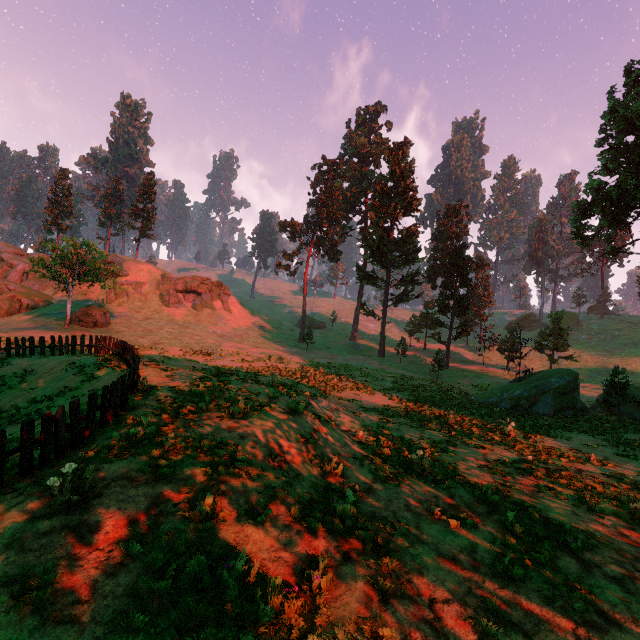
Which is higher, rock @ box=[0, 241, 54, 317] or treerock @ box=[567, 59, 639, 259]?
treerock @ box=[567, 59, 639, 259]

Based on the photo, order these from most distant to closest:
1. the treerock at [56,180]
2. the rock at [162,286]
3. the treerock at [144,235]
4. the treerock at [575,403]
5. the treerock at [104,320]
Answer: the treerock at [56,180]
the treerock at [144,235]
the rock at [162,286]
the treerock at [104,320]
the treerock at [575,403]

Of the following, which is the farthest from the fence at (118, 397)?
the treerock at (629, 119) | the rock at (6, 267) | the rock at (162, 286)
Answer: the rock at (162, 286)

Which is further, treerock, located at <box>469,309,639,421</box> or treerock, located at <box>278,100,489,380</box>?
treerock, located at <box>278,100,489,380</box>

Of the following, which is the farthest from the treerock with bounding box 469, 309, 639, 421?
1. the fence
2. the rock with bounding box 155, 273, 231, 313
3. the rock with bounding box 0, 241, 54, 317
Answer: the rock with bounding box 155, 273, 231, 313

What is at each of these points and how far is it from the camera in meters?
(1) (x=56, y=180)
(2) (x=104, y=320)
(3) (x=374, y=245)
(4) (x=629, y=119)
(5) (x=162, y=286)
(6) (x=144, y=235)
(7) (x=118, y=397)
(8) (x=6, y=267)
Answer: (1) treerock, 59.1
(2) treerock, 38.8
(3) treerock, 45.3
(4) treerock, 25.5
(5) rock, 53.9
(6) treerock, 58.3
(7) fence, 10.4
(8) rock, 52.4

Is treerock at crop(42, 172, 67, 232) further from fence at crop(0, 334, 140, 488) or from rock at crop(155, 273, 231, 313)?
rock at crop(155, 273, 231, 313)
